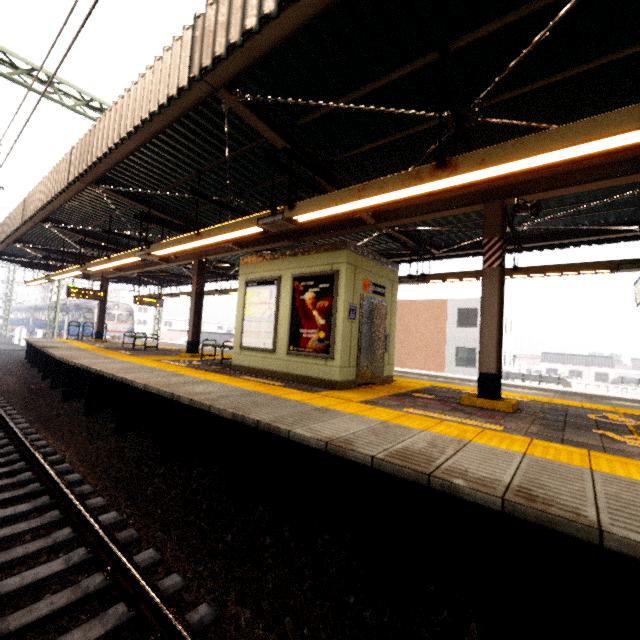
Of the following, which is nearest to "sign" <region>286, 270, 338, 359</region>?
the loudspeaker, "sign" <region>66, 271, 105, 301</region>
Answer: the loudspeaker

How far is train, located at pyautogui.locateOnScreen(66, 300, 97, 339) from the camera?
29.1 meters

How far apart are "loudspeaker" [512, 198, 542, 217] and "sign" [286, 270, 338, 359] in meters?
3.2

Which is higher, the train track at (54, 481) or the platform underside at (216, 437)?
the platform underside at (216, 437)

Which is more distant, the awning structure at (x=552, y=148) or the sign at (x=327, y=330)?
the sign at (x=327, y=330)

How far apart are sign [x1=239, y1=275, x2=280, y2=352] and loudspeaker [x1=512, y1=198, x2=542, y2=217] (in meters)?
4.75

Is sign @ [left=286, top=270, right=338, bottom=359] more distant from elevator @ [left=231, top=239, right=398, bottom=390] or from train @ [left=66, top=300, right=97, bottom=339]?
train @ [left=66, top=300, right=97, bottom=339]

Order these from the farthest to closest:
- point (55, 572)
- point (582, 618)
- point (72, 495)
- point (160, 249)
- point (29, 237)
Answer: point (29, 237), point (160, 249), point (72, 495), point (55, 572), point (582, 618)
